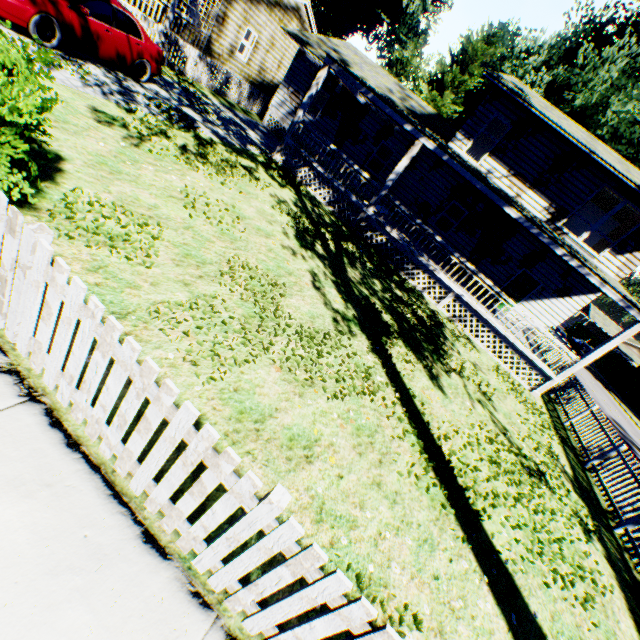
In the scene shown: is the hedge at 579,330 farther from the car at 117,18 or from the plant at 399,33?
the car at 117,18

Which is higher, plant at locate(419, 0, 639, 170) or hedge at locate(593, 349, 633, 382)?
plant at locate(419, 0, 639, 170)

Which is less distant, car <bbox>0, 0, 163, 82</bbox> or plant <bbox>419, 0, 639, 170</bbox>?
car <bbox>0, 0, 163, 82</bbox>

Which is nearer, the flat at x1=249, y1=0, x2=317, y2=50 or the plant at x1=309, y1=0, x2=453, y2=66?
the flat at x1=249, y1=0, x2=317, y2=50

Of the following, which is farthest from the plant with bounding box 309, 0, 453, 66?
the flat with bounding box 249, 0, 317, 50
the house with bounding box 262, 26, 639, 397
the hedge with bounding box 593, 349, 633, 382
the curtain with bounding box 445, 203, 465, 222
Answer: the curtain with bounding box 445, 203, 465, 222

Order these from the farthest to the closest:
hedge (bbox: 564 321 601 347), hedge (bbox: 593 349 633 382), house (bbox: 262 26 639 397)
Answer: hedge (bbox: 564 321 601 347)
hedge (bbox: 593 349 633 382)
house (bbox: 262 26 639 397)

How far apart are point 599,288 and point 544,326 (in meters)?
5.74

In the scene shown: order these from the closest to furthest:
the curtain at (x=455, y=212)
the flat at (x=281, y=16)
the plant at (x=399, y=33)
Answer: the curtain at (x=455, y=212), the flat at (x=281, y=16), the plant at (x=399, y=33)
